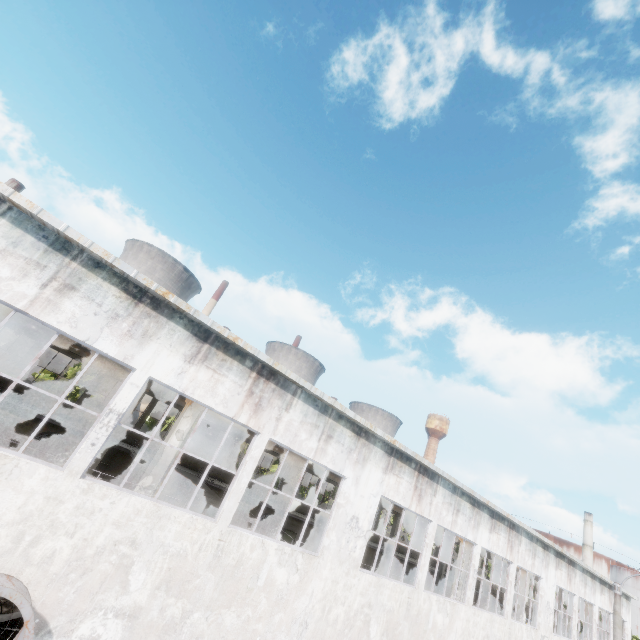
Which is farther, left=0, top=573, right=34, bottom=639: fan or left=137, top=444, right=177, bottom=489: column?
left=137, top=444, right=177, bottom=489: column

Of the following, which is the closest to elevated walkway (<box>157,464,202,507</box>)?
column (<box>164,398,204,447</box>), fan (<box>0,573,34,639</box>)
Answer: column (<box>164,398,204,447</box>)

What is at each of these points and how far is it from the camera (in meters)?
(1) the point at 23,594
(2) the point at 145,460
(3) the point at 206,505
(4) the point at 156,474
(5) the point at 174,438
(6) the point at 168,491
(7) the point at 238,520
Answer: (1) fan, 6.38
(2) elevated walkway, 19.89
(3) elevated walkway, 15.49
(4) column, 10.75
(5) column, 11.22
(6) elevated walkway, 14.72
(7) elevated walkway, 15.51

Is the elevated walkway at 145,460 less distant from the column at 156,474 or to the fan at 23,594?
the column at 156,474

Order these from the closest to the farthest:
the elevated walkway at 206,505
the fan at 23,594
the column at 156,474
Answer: the fan at 23,594 → the column at 156,474 → the elevated walkway at 206,505

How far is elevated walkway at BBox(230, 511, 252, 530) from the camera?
14.58m
